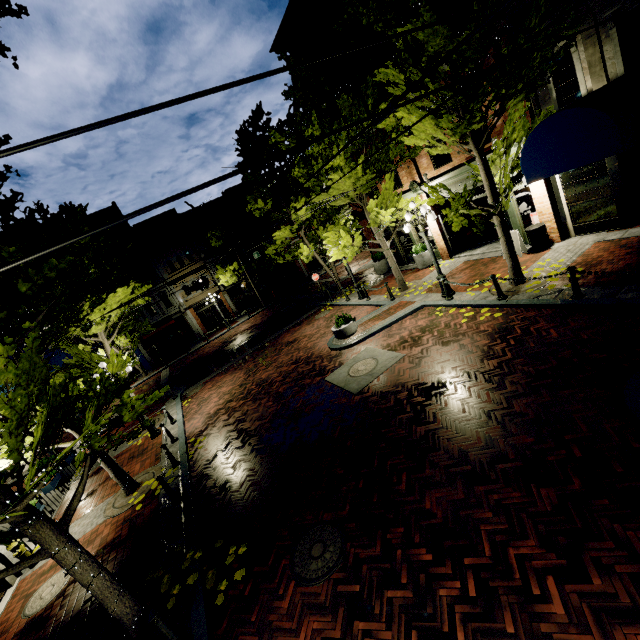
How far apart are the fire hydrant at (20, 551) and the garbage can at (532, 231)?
18.29m

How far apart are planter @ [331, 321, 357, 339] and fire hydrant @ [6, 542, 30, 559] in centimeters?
1111cm

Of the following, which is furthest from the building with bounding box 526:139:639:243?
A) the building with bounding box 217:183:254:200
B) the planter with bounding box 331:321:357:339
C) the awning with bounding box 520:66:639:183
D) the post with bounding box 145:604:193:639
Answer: the building with bounding box 217:183:254:200

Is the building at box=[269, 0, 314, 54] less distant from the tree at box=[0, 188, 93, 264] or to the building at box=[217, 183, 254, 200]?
the tree at box=[0, 188, 93, 264]

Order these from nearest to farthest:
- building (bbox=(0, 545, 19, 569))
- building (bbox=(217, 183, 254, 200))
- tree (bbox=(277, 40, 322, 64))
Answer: building (bbox=(0, 545, 19, 569)), tree (bbox=(277, 40, 322, 64)), building (bbox=(217, 183, 254, 200))

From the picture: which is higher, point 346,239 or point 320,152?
point 320,152

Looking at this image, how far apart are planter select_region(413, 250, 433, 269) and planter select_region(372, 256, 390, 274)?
2.71m

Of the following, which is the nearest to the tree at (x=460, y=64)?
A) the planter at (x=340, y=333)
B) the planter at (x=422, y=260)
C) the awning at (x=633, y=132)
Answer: the awning at (x=633, y=132)
